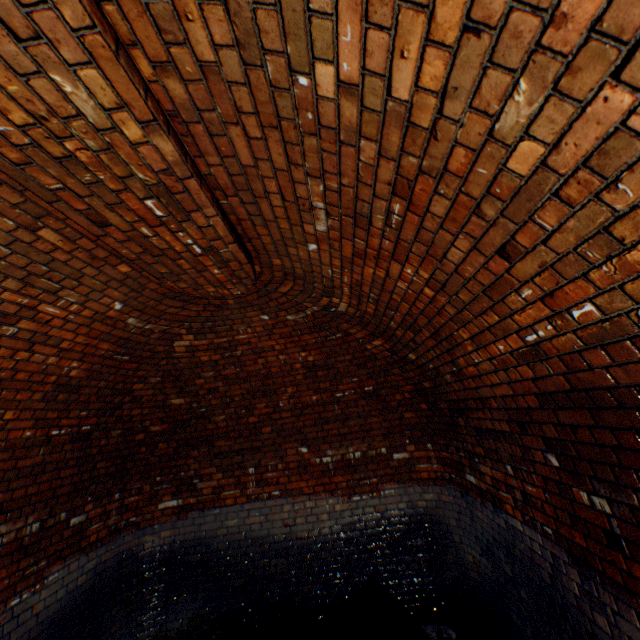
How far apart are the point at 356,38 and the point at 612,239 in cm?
101
